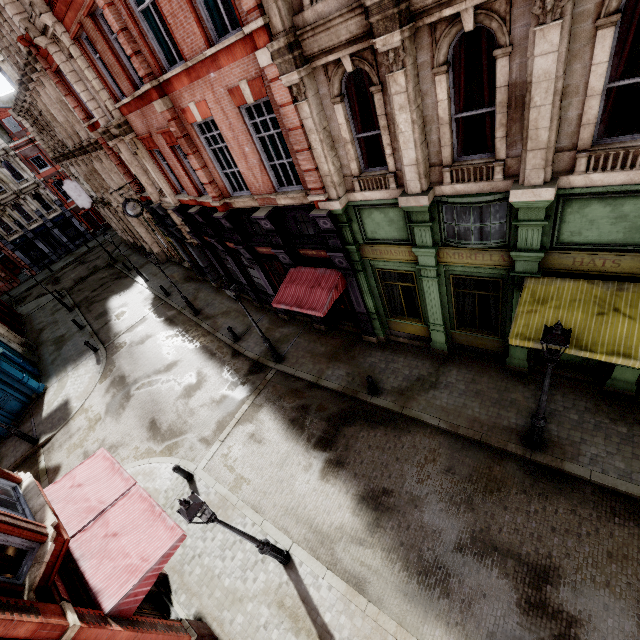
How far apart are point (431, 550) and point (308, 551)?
3.4 meters

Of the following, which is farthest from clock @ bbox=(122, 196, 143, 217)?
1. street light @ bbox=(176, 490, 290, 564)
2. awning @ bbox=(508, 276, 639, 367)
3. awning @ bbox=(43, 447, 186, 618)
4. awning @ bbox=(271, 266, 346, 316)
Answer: awning @ bbox=(508, 276, 639, 367)

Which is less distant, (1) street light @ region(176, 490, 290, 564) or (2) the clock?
(1) street light @ region(176, 490, 290, 564)

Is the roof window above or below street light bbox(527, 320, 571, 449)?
above

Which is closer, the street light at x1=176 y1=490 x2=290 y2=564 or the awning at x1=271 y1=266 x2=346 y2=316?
the street light at x1=176 y1=490 x2=290 y2=564

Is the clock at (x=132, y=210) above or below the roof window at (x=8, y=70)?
below

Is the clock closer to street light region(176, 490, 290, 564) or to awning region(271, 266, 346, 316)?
awning region(271, 266, 346, 316)

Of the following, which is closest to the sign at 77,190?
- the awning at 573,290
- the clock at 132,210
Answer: the clock at 132,210
